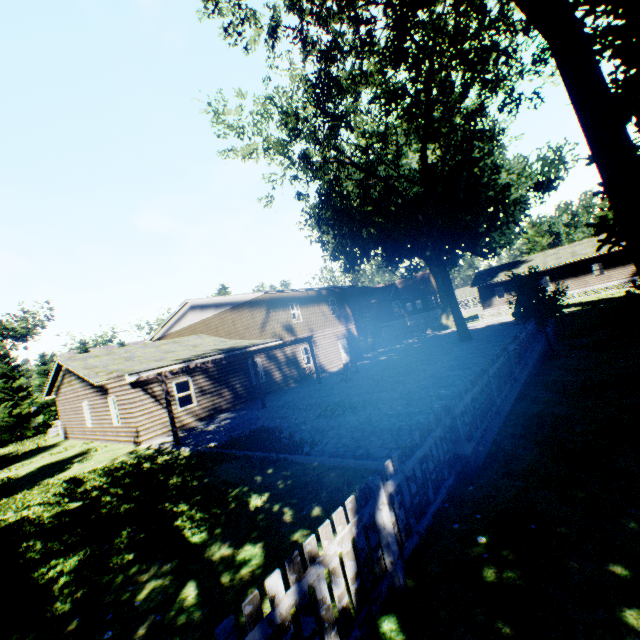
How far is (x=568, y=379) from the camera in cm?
1058

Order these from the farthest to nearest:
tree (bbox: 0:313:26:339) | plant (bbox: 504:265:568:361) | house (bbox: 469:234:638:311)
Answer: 1. tree (bbox: 0:313:26:339)
2. house (bbox: 469:234:638:311)
3. plant (bbox: 504:265:568:361)

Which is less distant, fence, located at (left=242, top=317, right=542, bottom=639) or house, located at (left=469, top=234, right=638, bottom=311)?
fence, located at (left=242, top=317, right=542, bottom=639)

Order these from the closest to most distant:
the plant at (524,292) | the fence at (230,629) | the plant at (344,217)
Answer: the fence at (230,629), the plant at (344,217), the plant at (524,292)

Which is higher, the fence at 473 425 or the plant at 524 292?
the plant at 524 292

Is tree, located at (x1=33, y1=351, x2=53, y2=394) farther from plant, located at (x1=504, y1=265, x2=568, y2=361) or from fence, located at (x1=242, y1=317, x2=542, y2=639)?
plant, located at (x1=504, y1=265, x2=568, y2=361)

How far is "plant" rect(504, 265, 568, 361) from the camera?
16.9m
